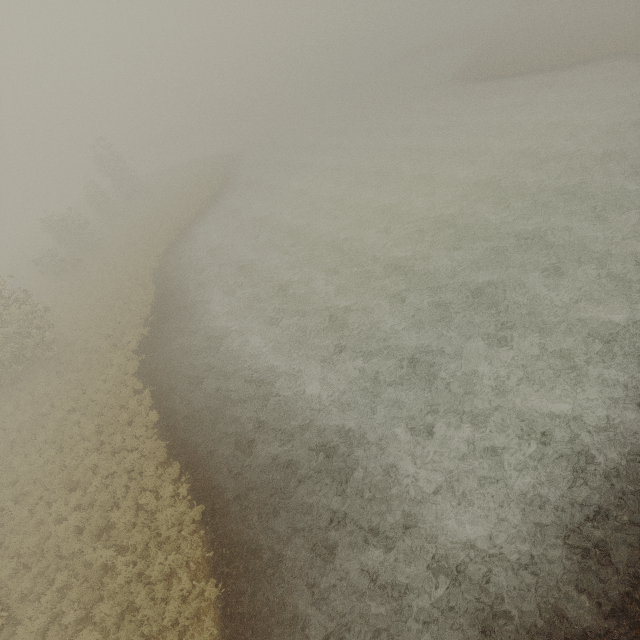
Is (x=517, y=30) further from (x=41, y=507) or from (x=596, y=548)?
(x=41, y=507)
